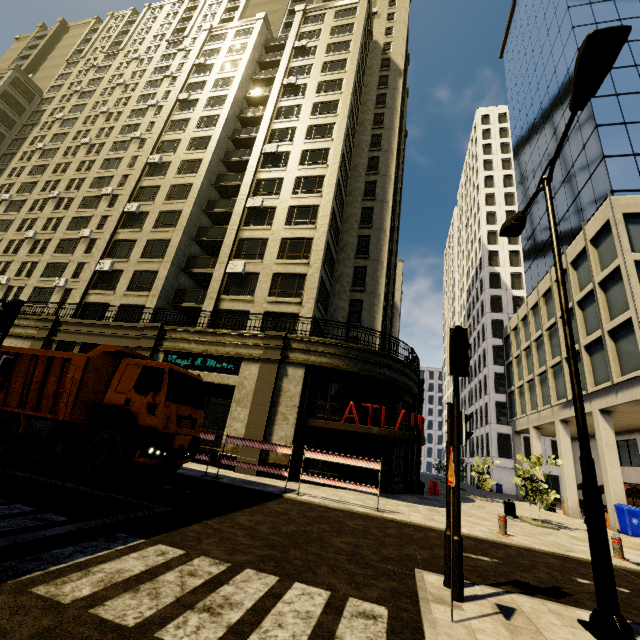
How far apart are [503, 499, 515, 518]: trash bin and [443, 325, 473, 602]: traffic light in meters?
13.5

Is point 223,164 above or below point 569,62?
below

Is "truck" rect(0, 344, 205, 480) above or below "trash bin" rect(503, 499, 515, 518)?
above

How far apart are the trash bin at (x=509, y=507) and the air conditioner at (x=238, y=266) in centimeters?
2011cm

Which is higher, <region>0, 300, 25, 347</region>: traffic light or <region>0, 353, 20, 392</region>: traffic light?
<region>0, 300, 25, 347</region>: traffic light

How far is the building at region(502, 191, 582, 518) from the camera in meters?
21.8 m

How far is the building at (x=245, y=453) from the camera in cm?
1485
